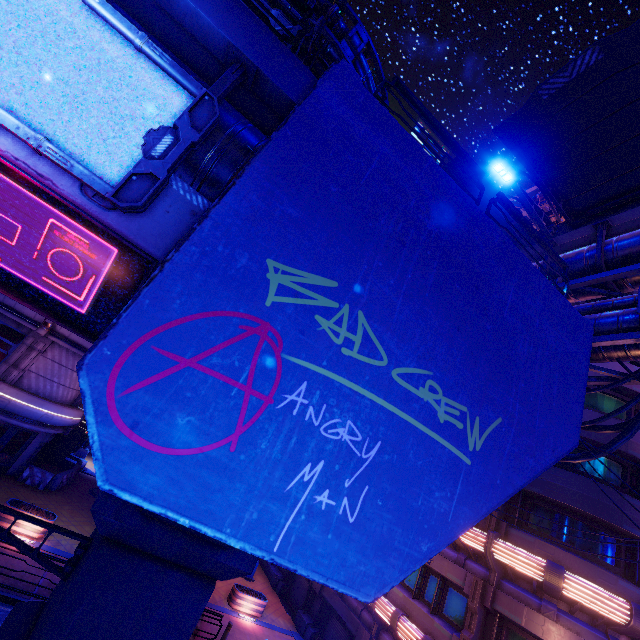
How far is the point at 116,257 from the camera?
3.53m

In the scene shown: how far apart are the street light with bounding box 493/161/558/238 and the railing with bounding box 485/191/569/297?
4.52m

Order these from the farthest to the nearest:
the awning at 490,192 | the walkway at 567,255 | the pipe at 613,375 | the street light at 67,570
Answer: the awning at 490,192
the walkway at 567,255
the pipe at 613,375
the street light at 67,570

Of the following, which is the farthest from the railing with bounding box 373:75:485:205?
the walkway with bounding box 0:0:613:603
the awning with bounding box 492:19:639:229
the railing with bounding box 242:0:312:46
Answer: the awning with bounding box 492:19:639:229

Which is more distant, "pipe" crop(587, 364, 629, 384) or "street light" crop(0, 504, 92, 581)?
"pipe" crop(587, 364, 629, 384)

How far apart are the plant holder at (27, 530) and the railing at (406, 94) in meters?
21.1

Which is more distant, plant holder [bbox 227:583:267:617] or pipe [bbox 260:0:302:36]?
plant holder [bbox 227:583:267:617]

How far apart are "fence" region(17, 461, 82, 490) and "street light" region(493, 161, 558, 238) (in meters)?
28.35
